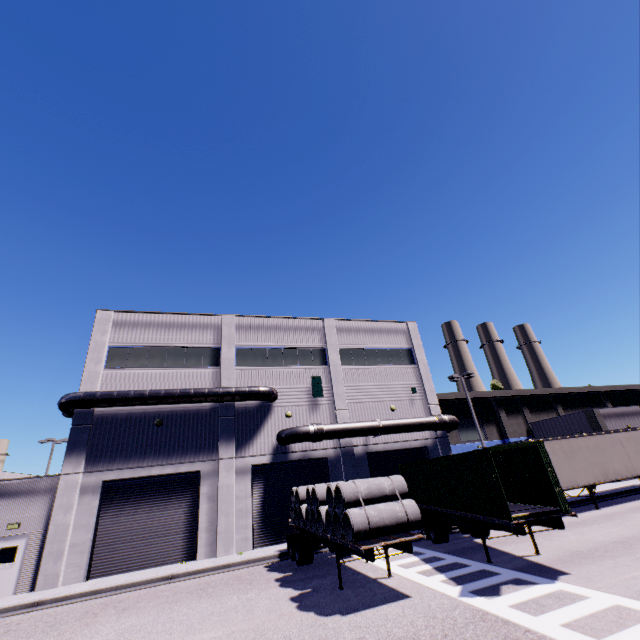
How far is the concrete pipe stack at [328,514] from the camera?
9.6m

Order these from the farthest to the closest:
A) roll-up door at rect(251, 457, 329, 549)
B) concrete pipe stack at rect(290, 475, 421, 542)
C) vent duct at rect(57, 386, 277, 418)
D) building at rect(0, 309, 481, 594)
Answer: roll-up door at rect(251, 457, 329, 549), vent duct at rect(57, 386, 277, 418), building at rect(0, 309, 481, 594), concrete pipe stack at rect(290, 475, 421, 542)

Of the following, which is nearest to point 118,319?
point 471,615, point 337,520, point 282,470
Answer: point 282,470

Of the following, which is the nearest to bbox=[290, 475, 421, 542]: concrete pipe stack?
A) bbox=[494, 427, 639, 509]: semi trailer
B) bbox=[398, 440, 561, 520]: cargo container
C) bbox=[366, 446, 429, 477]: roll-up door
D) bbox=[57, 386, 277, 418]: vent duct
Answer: bbox=[494, 427, 639, 509]: semi trailer

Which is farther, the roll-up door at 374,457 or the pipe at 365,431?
the roll-up door at 374,457

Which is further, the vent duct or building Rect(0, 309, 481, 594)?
the vent duct

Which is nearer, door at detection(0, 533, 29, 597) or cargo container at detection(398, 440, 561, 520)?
cargo container at detection(398, 440, 561, 520)

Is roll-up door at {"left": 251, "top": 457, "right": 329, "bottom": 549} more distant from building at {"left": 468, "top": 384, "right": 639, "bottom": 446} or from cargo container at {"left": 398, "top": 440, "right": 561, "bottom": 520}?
cargo container at {"left": 398, "top": 440, "right": 561, "bottom": 520}
